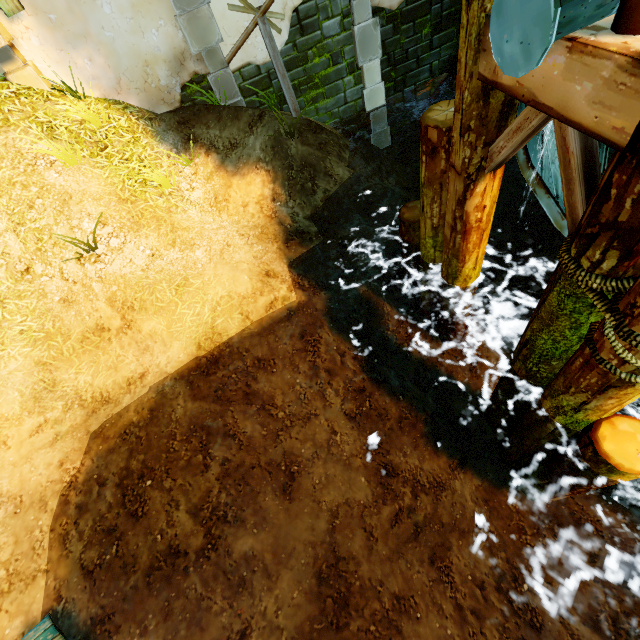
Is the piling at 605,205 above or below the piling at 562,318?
above

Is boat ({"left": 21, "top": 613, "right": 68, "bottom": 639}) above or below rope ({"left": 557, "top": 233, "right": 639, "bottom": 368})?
below

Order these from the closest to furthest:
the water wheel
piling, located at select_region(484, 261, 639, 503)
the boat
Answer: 1. the water wheel
2. piling, located at select_region(484, 261, 639, 503)
3. the boat

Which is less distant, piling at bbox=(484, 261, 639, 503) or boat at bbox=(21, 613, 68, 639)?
piling at bbox=(484, 261, 639, 503)

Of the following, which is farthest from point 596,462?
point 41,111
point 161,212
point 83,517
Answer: point 41,111

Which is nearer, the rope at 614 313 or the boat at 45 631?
the rope at 614 313

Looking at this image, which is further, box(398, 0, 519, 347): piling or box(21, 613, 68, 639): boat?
box(21, 613, 68, 639): boat

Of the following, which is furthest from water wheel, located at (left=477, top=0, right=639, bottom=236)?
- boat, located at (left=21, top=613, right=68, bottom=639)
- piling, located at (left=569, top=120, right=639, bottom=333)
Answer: boat, located at (left=21, top=613, right=68, bottom=639)
